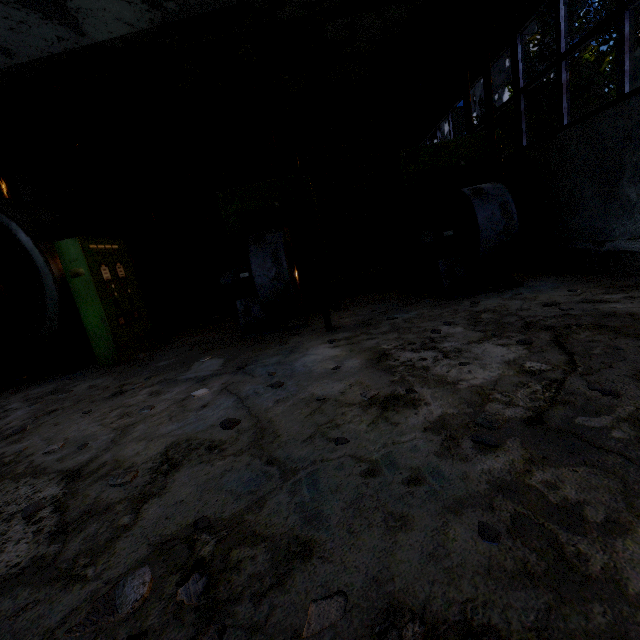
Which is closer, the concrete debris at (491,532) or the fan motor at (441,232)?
the concrete debris at (491,532)

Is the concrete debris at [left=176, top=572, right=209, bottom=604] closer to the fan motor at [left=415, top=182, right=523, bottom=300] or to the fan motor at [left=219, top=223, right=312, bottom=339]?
the fan motor at [left=219, top=223, right=312, bottom=339]

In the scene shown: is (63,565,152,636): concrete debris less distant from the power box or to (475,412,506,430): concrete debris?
(475,412,506,430): concrete debris

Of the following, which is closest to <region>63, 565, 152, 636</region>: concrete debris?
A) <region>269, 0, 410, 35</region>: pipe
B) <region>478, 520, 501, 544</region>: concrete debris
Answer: <region>478, 520, 501, 544</region>: concrete debris

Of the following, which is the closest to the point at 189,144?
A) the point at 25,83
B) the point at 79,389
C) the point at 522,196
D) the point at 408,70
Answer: the point at 25,83

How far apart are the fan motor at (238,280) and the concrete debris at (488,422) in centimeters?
409cm

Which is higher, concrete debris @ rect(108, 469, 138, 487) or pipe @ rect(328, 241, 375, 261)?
pipe @ rect(328, 241, 375, 261)

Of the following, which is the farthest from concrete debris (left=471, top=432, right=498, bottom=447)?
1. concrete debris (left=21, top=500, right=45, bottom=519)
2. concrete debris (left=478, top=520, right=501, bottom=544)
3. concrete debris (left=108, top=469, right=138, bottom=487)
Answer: concrete debris (left=21, top=500, right=45, bottom=519)
